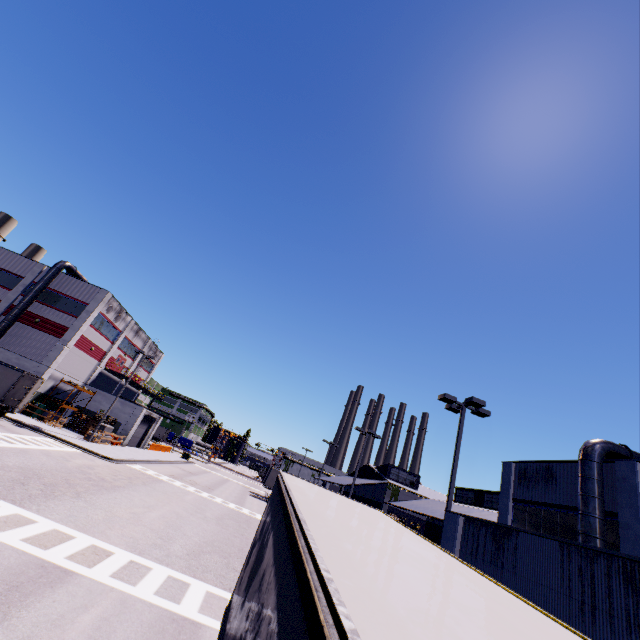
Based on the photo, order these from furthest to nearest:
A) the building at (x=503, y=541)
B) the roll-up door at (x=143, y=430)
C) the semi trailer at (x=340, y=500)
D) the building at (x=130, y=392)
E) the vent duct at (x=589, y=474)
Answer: the building at (x=130, y=392) < the roll-up door at (x=143, y=430) < the vent duct at (x=589, y=474) < the building at (x=503, y=541) < the semi trailer at (x=340, y=500)

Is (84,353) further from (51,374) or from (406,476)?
(406,476)

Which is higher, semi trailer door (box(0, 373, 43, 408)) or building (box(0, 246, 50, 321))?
building (box(0, 246, 50, 321))

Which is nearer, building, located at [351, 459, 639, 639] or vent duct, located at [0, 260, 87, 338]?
building, located at [351, 459, 639, 639]

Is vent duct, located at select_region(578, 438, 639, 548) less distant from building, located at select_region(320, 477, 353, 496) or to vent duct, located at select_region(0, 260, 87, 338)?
A: building, located at select_region(320, 477, 353, 496)

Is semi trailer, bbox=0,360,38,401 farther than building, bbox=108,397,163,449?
No

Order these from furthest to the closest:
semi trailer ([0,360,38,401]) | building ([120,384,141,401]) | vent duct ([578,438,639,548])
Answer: building ([120,384,141,401]) < semi trailer ([0,360,38,401]) < vent duct ([578,438,639,548])

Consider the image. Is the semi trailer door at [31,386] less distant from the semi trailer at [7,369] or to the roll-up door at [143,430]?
the semi trailer at [7,369]
